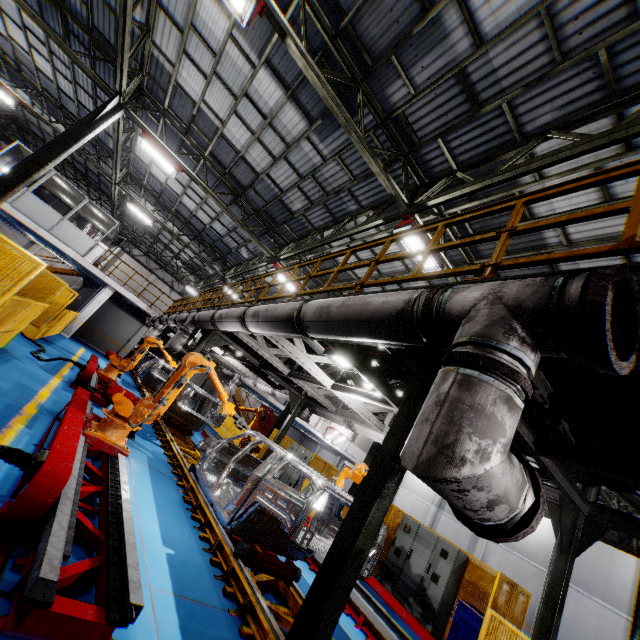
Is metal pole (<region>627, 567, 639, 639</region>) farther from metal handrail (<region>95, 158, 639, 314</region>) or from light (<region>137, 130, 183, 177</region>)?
light (<region>137, 130, 183, 177</region>)

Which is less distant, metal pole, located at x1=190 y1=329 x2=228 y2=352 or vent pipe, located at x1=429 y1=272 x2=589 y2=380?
vent pipe, located at x1=429 y1=272 x2=589 y2=380

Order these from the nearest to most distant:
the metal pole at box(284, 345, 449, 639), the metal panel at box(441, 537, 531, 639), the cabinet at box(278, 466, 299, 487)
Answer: the metal pole at box(284, 345, 449, 639) → the metal panel at box(441, 537, 531, 639) → the cabinet at box(278, 466, 299, 487)

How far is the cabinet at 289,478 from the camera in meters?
15.7

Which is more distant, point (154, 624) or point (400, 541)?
point (400, 541)

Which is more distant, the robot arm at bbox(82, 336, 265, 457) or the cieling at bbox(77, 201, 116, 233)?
the cieling at bbox(77, 201, 116, 233)

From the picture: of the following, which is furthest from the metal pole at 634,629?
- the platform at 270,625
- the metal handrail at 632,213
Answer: the platform at 270,625

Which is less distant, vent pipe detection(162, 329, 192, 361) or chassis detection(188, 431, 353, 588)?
chassis detection(188, 431, 353, 588)
